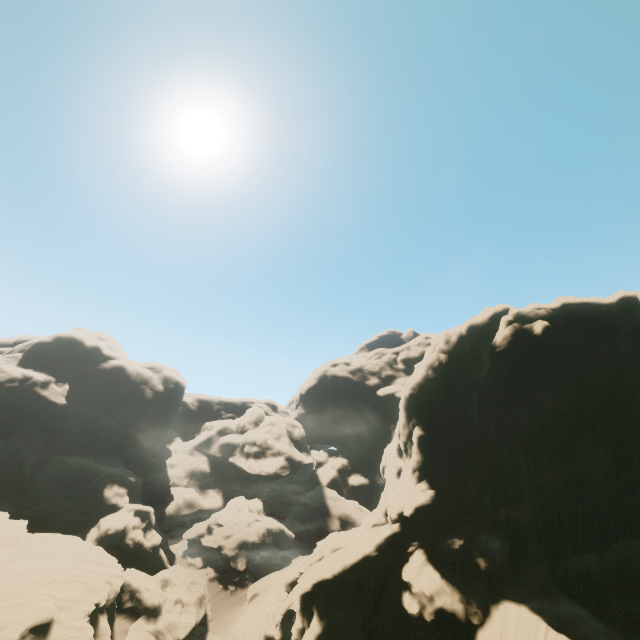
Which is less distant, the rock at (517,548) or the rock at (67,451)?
the rock at (517,548)

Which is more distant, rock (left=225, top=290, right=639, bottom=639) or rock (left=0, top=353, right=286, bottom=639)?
rock (left=0, top=353, right=286, bottom=639)

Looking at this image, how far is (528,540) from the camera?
27.50m
